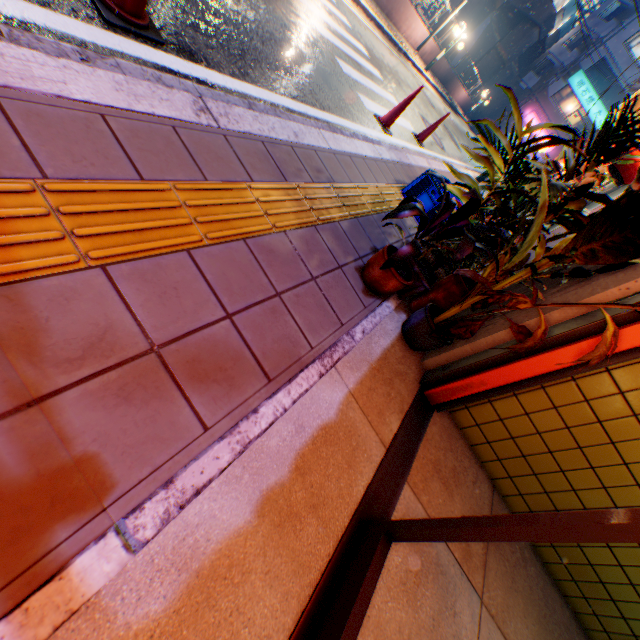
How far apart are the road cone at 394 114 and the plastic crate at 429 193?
1.9 meters

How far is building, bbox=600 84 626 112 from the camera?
31.09m

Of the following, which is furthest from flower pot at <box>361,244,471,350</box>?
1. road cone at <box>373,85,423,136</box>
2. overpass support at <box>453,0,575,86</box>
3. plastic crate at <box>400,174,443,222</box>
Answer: overpass support at <box>453,0,575,86</box>

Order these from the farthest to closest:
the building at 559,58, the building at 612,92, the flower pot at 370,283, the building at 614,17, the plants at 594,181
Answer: the building at 559,58 < the building at 612,92 < the building at 614,17 < the flower pot at 370,283 < the plants at 594,181

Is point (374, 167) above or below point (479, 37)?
below

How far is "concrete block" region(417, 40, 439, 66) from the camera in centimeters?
1828cm

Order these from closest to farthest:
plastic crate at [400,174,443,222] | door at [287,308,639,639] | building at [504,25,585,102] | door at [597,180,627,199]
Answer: door at [287,308,639,639] → plastic crate at [400,174,443,222] → door at [597,180,627,199] → building at [504,25,585,102]

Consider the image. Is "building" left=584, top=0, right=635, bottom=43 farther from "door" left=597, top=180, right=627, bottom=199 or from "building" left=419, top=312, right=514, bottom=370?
"door" left=597, top=180, right=627, bottom=199
